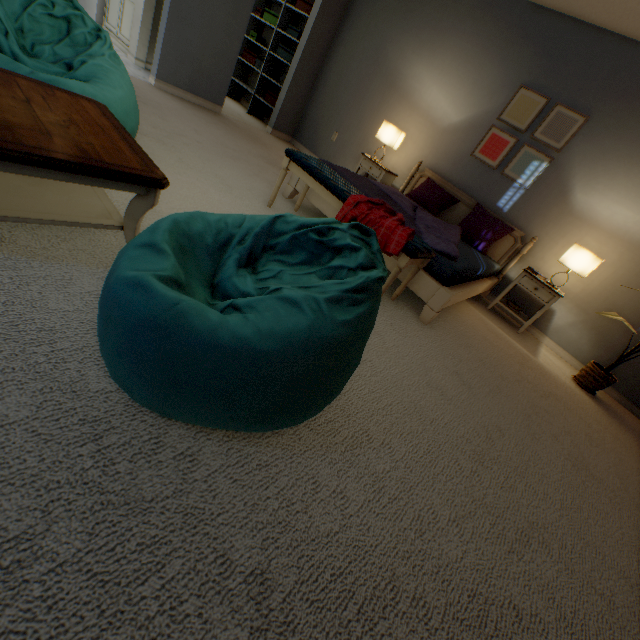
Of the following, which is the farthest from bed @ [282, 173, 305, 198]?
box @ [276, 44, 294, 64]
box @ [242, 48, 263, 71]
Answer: box @ [242, 48, 263, 71]

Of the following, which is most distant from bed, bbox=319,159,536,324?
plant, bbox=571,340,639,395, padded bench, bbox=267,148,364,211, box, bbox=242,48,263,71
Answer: box, bbox=242,48,263,71

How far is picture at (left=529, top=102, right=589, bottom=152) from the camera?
3.2 meters

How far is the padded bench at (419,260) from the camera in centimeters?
186cm

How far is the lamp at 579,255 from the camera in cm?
300

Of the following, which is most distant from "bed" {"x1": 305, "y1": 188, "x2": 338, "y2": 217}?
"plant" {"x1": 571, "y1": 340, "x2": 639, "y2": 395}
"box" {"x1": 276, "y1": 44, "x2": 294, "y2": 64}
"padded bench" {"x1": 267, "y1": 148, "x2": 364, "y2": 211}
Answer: "box" {"x1": 276, "y1": 44, "x2": 294, "y2": 64}

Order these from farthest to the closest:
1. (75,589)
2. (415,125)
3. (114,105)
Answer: (415,125)
(114,105)
(75,589)

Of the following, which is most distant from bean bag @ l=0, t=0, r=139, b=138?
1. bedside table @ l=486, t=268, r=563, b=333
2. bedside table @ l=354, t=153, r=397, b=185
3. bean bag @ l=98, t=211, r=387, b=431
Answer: bedside table @ l=486, t=268, r=563, b=333
